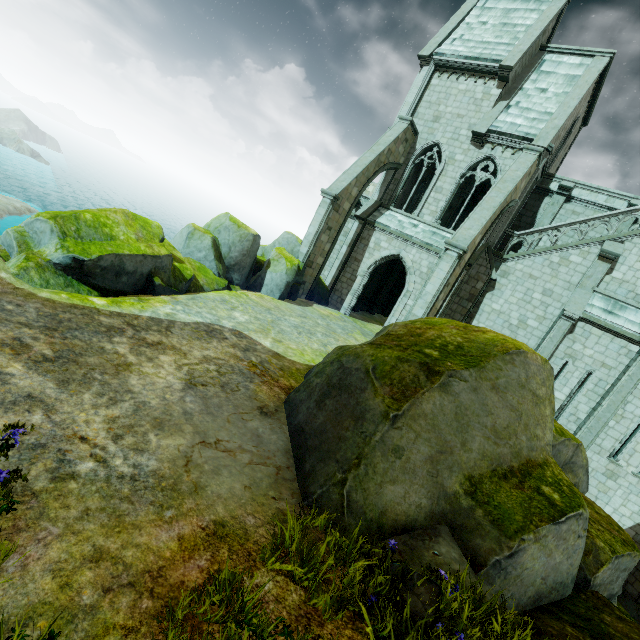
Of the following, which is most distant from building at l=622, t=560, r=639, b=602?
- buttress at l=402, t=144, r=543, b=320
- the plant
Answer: A: the plant

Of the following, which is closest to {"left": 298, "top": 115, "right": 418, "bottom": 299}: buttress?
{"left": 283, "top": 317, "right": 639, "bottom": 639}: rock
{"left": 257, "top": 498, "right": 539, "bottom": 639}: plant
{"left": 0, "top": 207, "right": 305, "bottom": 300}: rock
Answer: {"left": 0, "top": 207, "right": 305, "bottom": 300}: rock

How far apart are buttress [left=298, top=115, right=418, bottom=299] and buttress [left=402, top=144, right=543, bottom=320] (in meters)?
5.90

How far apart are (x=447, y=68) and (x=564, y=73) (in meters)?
6.09

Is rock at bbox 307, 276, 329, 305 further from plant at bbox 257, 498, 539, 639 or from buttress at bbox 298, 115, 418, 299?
plant at bbox 257, 498, 539, 639

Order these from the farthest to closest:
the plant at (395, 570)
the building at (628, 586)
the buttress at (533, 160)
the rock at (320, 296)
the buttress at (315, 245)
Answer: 1. the rock at (320, 296)
2. the buttress at (315, 245)
3. the buttress at (533, 160)
4. the building at (628, 586)
5. the plant at (395, 570)

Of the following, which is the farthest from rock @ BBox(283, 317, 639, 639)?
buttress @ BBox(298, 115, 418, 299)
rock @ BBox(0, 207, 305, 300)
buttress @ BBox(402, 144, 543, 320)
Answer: buttress @ BBox(298, 115, 418, 299)

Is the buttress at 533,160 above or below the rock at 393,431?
above
